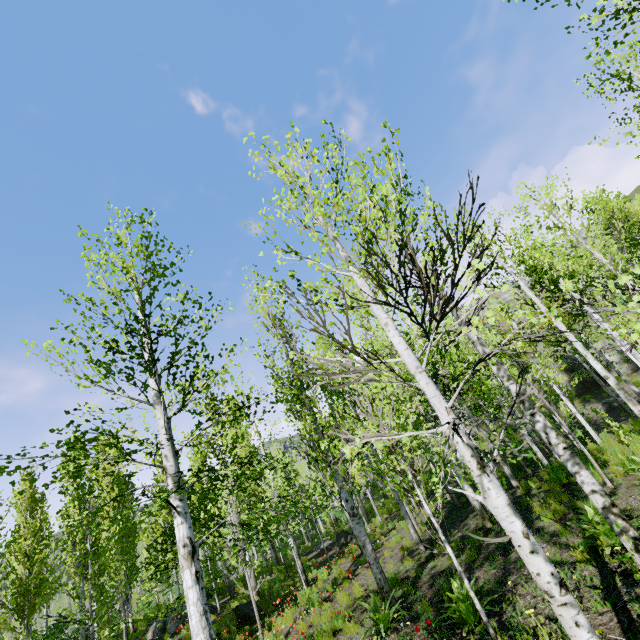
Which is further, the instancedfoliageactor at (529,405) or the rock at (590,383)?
the rock at (590,383)

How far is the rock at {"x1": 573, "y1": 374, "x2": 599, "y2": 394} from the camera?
27.67m

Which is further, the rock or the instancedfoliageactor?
the rock

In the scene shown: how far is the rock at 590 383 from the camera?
27.7m

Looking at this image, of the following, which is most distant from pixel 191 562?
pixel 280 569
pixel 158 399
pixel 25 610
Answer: pixel 280 569
